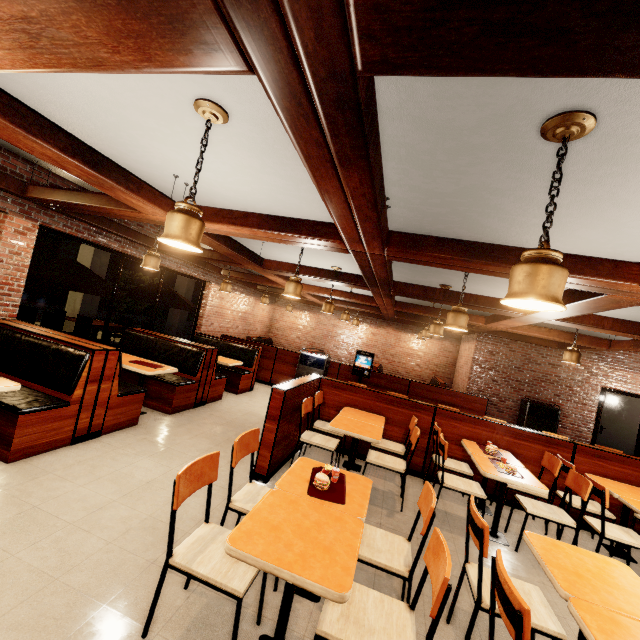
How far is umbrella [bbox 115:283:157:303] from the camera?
7.4m

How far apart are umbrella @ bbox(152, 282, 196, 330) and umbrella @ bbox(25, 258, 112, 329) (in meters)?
1.09

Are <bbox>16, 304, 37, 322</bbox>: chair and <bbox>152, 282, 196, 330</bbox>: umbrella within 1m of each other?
no

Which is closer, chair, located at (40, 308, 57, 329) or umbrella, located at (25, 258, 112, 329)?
umbrella, located at (25, 258, 112, 329)

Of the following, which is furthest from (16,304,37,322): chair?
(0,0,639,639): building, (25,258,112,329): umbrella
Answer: (0,0,639,639): building

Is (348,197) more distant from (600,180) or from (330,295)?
(330,295)

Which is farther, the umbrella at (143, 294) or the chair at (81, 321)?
the chair at (81, 321)

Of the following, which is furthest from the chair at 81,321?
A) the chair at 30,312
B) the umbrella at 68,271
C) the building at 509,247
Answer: the building at 509,247
